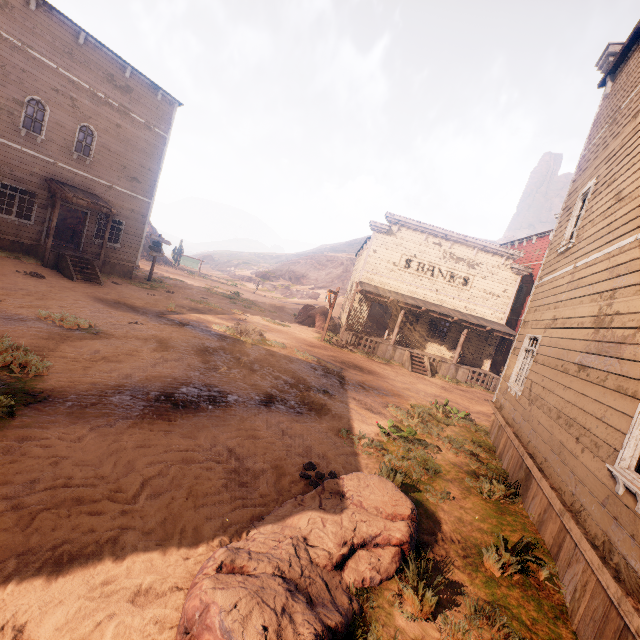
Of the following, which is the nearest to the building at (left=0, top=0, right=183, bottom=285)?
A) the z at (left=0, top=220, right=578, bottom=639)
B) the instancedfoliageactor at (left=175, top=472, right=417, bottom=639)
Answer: the z at (left=0, top=220, right=578, bottom=639)

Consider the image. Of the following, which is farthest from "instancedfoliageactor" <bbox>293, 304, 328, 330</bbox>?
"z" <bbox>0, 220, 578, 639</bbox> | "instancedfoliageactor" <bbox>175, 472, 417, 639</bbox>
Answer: "instancedfoliageactor" <bbox>175, 472, 417, 639</bbox>

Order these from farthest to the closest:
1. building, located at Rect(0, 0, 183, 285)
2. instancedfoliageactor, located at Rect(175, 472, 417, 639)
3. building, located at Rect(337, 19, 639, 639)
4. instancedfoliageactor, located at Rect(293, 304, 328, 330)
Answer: instancedfoliageactor, located at Rect(293, 304, 328, 330) → building, located at Rect(0, 0, 183, 285) → building, located at Rect(337, 19, 639, 639) → instancedfoliageactor, located at Rect(175, 472, 417, 639)

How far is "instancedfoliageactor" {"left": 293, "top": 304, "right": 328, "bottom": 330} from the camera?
24.5 meters

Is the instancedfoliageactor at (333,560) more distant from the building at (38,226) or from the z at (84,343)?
the building at (38,226)

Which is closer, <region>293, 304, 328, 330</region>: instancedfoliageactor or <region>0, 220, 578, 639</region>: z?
<region>0, 220, 578, 639</region>: z

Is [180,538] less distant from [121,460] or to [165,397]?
[121,460]

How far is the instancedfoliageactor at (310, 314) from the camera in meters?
24.5
